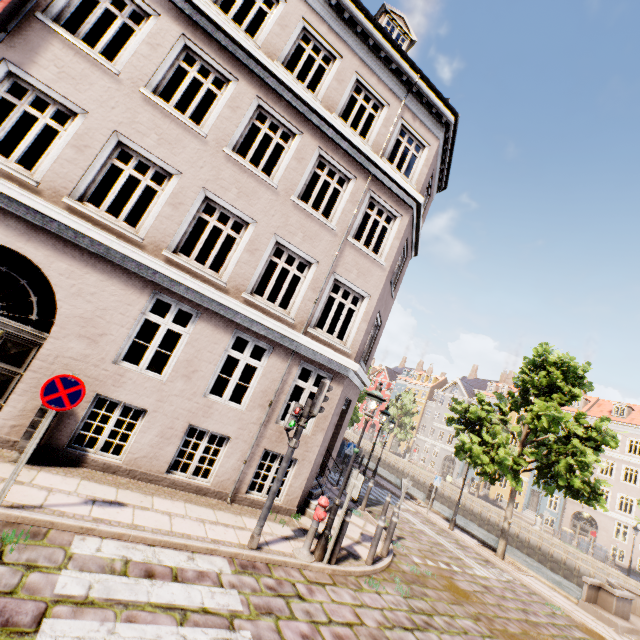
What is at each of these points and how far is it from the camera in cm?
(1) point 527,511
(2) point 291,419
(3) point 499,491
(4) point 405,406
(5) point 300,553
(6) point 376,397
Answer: (1) building, 3912
(2) pedestrian light, 652
(3) building, 4262
(4) tree, 5038
(5) hydrant, 661
(6) street light, 743

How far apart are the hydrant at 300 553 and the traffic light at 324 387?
1.63m

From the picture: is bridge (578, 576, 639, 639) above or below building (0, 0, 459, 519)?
below

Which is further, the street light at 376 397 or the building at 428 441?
the building at 428 441

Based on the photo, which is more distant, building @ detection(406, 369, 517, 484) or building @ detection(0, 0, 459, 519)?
building @ detection(406, 369, 517, 484)

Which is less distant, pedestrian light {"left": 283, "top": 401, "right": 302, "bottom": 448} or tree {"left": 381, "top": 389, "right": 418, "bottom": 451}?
pedestrian light {"left": 283, "top": 401, "right": 302, "bottom": 448}

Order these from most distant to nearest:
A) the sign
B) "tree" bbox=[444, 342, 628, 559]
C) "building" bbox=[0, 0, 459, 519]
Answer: "tree" bbox=[444, 342, 628, 559]
"building" bbox=[0, 0, 459, 519]
the sign

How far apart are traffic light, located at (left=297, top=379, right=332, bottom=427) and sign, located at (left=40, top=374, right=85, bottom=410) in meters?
3.8
